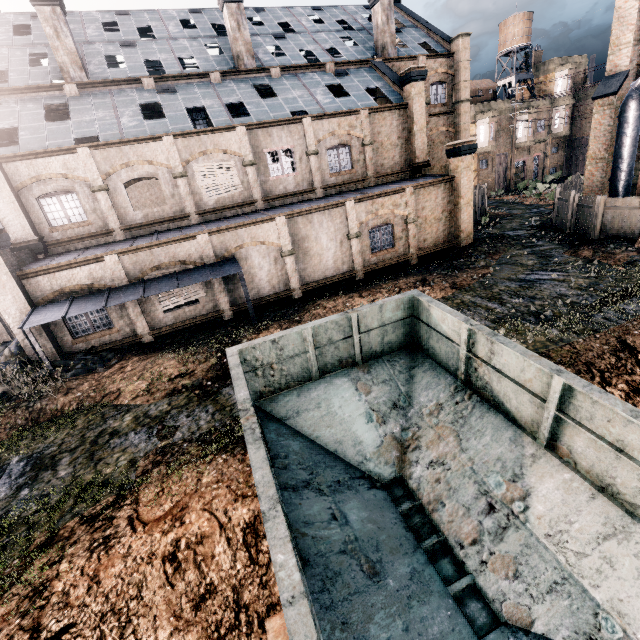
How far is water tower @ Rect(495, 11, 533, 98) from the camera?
44.2m

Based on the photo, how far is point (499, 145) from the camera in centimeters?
4631cm

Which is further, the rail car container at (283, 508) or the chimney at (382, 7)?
the chimney at (382, 7)

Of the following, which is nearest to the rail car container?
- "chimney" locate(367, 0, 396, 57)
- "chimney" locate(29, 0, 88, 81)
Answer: "chimney" locate(29, 0, 88, 81)

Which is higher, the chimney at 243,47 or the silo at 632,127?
the chimney at 243,47

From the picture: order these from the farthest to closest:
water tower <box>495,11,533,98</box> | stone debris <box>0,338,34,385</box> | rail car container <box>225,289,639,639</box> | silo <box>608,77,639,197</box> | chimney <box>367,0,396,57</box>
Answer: water tower <box>495,11,533,98</box>
chimney <box>367,0,396,57</box>
silo <box>608,77,639,197</box>
stone debris <box>0,338,34,385</box>
rail car container <box>225,289,639,639</box>

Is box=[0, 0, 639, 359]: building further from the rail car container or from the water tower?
the rail car container

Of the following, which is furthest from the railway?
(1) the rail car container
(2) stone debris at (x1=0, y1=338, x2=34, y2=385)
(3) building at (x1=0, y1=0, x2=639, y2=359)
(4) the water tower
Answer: (4) the water tower
